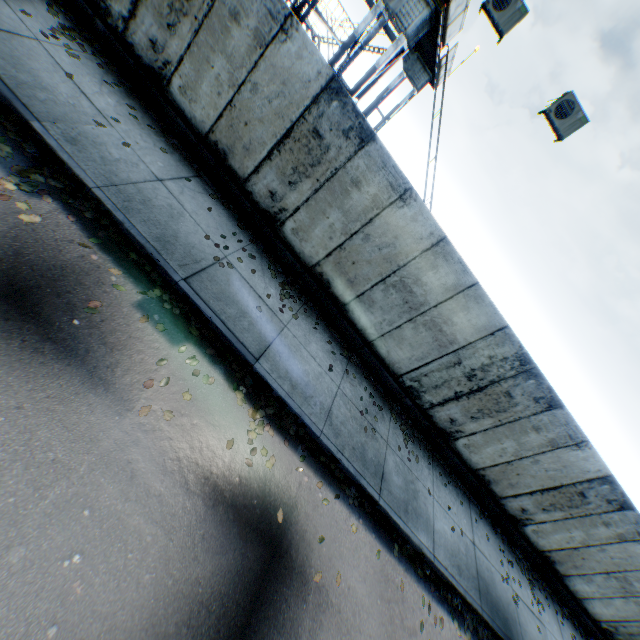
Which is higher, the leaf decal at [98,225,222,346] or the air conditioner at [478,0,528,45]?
the air conditioner at [478,0,528,45]

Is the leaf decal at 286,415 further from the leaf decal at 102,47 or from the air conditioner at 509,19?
the air conditioner at 509,19

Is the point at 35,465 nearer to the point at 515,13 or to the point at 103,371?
the point at 103,371

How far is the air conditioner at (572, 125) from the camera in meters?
7.4

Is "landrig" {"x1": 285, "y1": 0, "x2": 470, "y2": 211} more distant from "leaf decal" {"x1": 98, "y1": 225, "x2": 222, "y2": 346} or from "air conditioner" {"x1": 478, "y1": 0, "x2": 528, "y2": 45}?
"leaf decal" {"x1": 98, "y1": 225, "x2": 222, "y2": 346}

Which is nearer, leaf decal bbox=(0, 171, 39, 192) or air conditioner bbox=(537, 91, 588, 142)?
leaf decal bbox=(0, 171, 39, 192)

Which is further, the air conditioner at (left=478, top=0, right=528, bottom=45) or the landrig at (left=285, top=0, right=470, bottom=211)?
the landrig at (left=285, top=0, right=470, bottom=211)

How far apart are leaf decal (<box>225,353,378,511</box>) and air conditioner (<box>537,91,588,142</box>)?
9.0m
